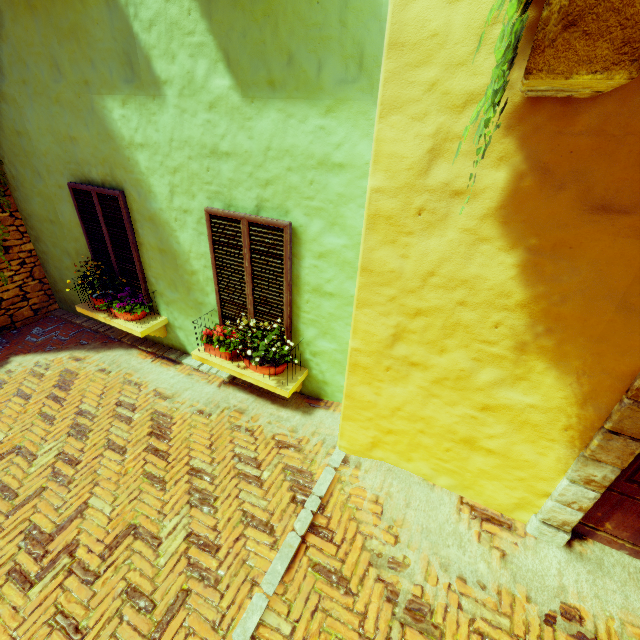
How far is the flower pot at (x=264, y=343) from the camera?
3.7m

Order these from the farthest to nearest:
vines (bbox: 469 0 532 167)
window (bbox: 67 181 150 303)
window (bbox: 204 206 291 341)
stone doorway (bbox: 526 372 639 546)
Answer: window (bbox: 67 181 150 303), window (bbox: 204 206 291 341), stone doorway (bbox: 526 372 639 546), vines (bbox: 469 0 532 167)

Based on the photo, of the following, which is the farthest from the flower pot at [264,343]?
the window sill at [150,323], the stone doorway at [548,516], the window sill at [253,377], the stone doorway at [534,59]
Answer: the stone doorway at [534,59]

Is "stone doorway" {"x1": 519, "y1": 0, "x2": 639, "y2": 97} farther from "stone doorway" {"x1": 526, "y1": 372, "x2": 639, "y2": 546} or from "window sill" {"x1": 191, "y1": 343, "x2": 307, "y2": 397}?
"window sill" {"x1": 191, "y1": 343, "x2": 307, "y2": 397}

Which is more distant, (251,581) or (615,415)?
(251,581)

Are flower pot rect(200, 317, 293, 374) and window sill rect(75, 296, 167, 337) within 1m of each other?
no

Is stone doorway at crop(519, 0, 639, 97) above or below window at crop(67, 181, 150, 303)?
above

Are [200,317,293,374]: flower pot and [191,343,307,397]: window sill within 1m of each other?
yes
